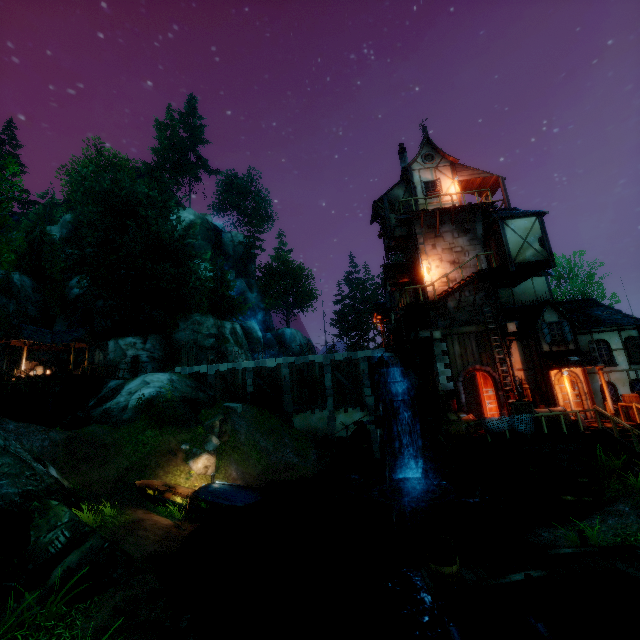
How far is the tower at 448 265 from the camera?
19.7m

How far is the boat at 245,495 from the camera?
14.70m

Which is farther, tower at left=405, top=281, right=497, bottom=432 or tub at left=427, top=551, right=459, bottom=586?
tower at left=405, top=281, right=497, bottom=432

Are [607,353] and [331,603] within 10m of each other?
no

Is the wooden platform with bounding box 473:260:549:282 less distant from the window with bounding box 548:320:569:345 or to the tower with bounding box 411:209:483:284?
the tower with bounding box 411:209:483:284

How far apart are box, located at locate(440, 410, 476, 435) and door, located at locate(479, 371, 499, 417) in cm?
41

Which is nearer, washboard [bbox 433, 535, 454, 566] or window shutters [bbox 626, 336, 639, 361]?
washboard [bbox 433, 535, 454, 566]

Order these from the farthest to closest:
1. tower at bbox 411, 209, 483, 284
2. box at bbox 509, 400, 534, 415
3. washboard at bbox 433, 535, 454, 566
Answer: tower at bbox 411, 209, 483, 284
box at bbox 509, 400, 534, 415
washboard at bbox 433, 535, 454, 566
